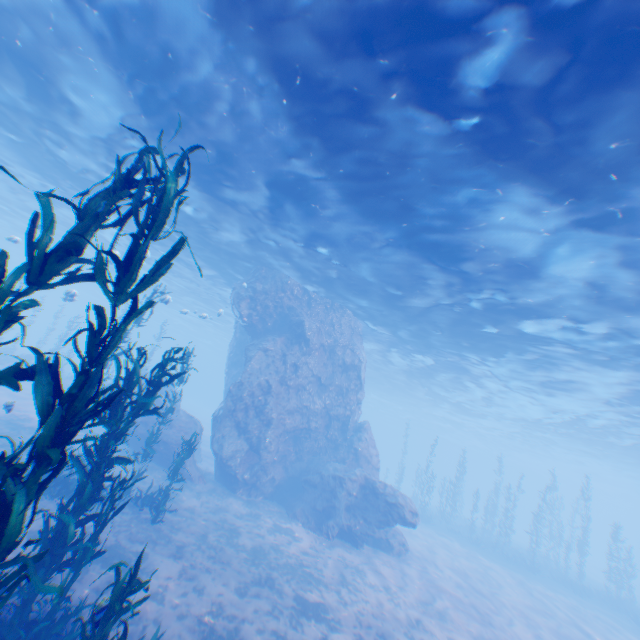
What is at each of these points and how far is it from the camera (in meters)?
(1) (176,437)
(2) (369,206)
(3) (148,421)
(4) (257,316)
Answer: (1) rock, 16.14
(2) light, 12.16
(3) rock, 16.72
(4) rock, 20.56

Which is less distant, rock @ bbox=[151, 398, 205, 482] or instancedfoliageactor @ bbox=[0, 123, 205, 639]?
instancedfoliageactor @ bbox=[0, 123, 205, 639]

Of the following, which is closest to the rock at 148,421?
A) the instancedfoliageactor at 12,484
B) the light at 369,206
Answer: the light at 369,206

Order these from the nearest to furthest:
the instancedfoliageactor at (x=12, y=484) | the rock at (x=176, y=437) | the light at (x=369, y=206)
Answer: the instancedfoliageactor at (x=12, y=484), the light at (x=369, y=206), the rock at (x=176, y=437)

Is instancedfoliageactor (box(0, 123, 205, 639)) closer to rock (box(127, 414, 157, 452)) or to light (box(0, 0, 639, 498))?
rock (box(127, 414, 157, 452))

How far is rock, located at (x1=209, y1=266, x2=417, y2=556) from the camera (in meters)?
16.22

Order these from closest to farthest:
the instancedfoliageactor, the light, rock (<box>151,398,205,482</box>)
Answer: the instancedfoliageactor
the light
rock (<box>151,398,205,482</box>)
